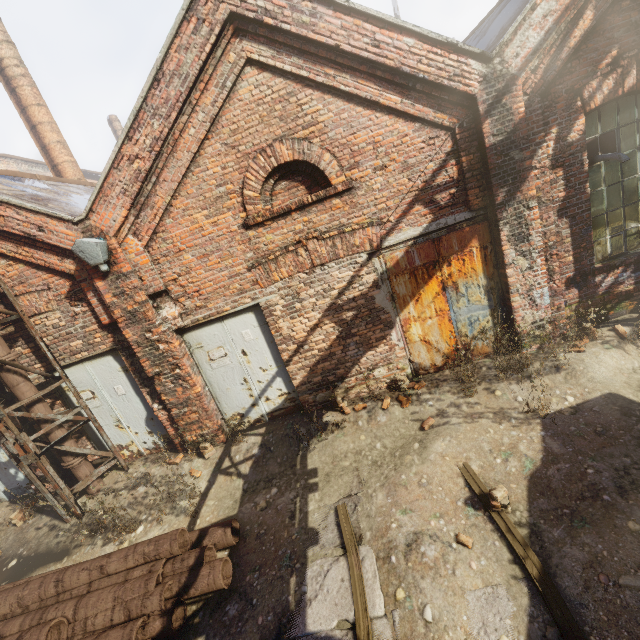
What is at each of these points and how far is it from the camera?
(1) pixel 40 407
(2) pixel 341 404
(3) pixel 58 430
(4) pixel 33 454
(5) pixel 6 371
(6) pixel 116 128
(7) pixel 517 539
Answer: (1) pipe, 6.0m
(2) instancedfoliageactor, 6.3m
(3) pipe, 6.2m
(4) scaffolding, 5.7m
(5) pipe, 5.7m
(6) building, 26.6m
(7) track, 3.5m

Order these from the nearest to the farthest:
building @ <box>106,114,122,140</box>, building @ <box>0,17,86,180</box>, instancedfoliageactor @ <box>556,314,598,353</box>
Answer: instancedfoliageactor @ <box>556,314,598,353</box>, building @ <box>0,17,86,180</box>, building @ <box>106,114,122,140</box>

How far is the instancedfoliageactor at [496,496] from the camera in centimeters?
385cm

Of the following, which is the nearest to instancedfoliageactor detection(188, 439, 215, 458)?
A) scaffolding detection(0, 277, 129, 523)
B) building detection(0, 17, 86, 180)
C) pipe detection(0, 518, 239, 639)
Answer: pipe detection(0, 518, 239, 639)

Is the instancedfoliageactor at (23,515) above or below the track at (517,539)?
above

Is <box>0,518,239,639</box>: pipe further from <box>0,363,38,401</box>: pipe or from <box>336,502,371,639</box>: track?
<box>336,502,371,639</box>: track

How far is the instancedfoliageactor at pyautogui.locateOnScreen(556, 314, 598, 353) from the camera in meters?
5.6

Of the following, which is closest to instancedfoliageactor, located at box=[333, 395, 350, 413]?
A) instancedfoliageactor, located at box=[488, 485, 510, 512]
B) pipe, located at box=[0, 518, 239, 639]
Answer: pipe, located at box=[0, 518, 239, 639]
